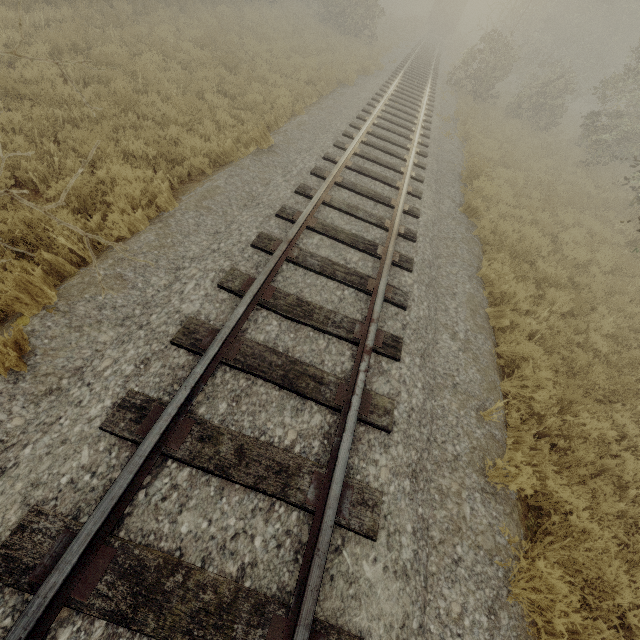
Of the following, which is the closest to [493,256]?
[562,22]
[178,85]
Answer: [178,85]

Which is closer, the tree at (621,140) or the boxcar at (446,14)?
the tree at (621,140)

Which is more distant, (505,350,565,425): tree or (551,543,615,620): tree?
(505,350,565,425): tree

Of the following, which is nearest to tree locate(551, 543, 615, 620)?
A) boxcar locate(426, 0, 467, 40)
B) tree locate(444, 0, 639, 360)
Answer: tree locate(444, 0, 639, 360)

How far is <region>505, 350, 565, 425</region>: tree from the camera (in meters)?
4.55

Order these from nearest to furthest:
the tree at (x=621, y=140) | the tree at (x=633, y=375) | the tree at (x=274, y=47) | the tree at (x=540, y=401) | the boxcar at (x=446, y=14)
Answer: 1. the tree at (x=540, y=401)
2. the tree at (x=633, y=375)
3. the tree at (x=621, y=140)
4. the tree at (x=274, y=47)
5. the boxcar at (x=446, y=14)
